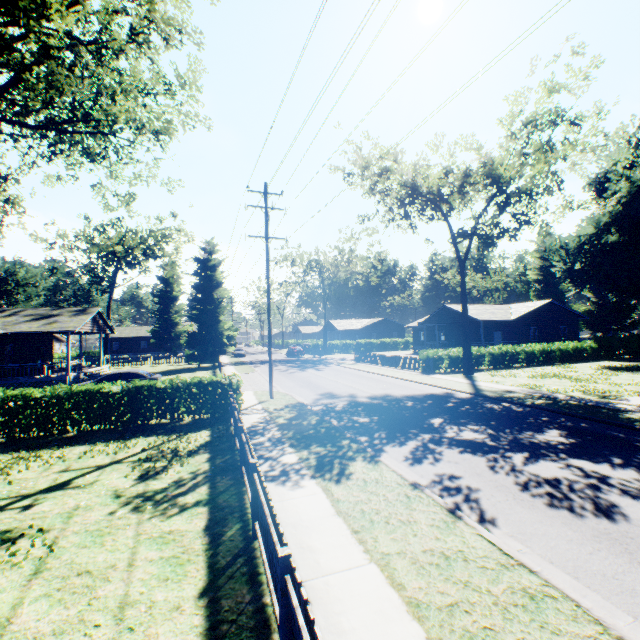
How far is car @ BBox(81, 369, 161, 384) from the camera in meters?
19.5 m

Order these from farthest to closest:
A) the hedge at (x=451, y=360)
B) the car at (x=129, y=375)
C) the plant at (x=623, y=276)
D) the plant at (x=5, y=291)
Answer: the plant at (x=5, y=291) → the plant at (x=623, y=276) → the hedge at (x=451, y=360) → the car at (x=129, y=375)

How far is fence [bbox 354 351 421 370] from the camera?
28.06m

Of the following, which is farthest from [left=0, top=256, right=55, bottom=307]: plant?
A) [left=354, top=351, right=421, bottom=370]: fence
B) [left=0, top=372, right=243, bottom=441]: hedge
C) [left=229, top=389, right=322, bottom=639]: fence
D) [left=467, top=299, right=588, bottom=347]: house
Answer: [left=467, top=299, right=588, bottom=347]: house

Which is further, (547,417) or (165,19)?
(165,19)

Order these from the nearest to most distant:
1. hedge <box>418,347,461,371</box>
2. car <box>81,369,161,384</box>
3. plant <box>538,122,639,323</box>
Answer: car <box>81,369,161,384</box> < hedge <box>418,347,461,371</box> < plant <box>538,122,639,323</box>

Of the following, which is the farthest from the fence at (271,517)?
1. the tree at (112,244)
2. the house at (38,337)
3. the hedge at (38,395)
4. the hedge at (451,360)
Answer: the tree at (112,244)

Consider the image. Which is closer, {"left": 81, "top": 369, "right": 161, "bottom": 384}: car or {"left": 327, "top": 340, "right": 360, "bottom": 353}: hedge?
{"left": 81, "top": 369, "right": 161, "bottom": 384}: car
